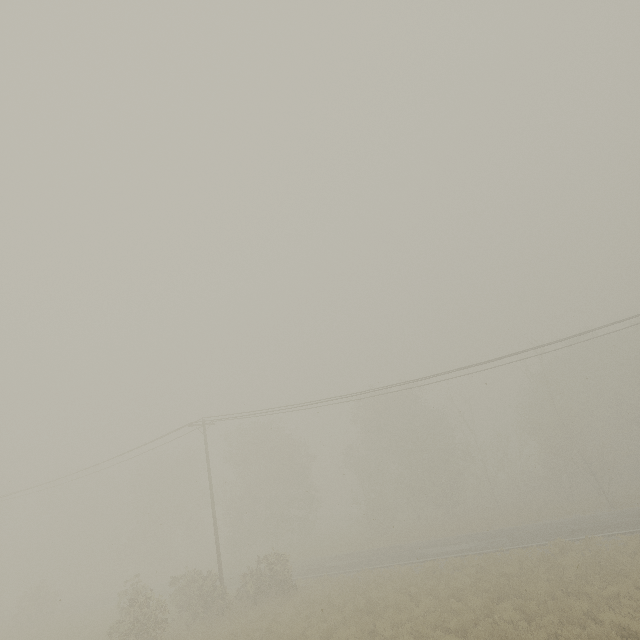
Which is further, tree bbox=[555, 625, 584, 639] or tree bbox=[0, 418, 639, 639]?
tree bbox=[0, 418, 639, 639]

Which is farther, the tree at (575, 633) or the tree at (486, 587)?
the tree at (486, 587)

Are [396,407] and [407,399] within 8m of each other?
yes
